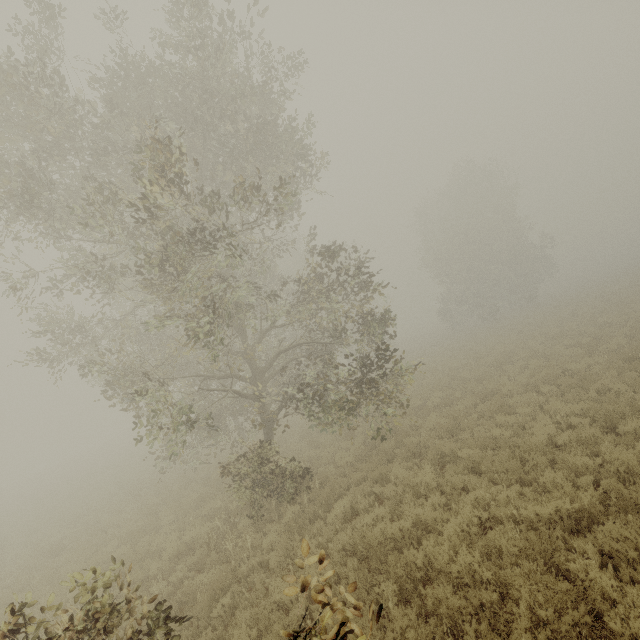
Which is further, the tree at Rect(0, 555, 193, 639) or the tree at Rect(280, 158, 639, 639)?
the tree at Rect(280, 158, 639, 639)

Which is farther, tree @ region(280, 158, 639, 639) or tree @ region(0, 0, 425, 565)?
tree @ region(0, 0, 425, 565)

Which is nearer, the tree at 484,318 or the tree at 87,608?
the tree at 87,608

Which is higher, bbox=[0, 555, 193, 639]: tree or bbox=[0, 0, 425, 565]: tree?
bbox=[0, 0, 425, 565]: tree

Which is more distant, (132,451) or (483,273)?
(132,451)

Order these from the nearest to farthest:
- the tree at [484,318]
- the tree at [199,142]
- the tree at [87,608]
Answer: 1. the tree at [87,608]
2. the tree at [484,318]
3. the tree at [199,142]

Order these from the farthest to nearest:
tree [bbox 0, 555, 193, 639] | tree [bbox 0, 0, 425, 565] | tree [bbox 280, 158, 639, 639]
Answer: tree [bbox 0, 0, 425, 565], tree [bbox 280, 158, 639, 639], tree [bbox 0, 555, 193, 639]
